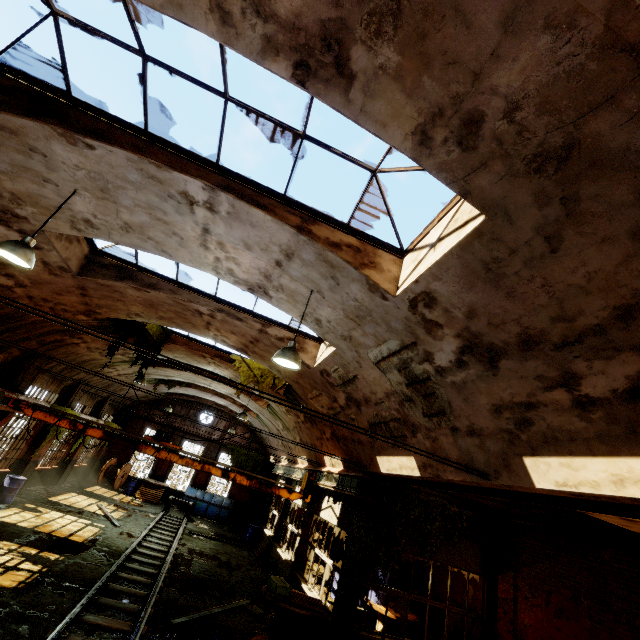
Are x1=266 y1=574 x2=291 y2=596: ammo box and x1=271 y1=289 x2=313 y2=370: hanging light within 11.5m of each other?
yes

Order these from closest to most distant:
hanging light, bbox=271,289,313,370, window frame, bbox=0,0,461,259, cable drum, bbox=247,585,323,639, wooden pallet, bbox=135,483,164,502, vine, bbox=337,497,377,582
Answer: window frame, bbox=0,0,461,259, hanging light, bbox=271,289,313,370, cable drum, bbox=247,585,323,639, vine, bbox=337,497,377,582, wooden pallet, bbox=135,483,164,502

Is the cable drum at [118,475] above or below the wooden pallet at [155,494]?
above

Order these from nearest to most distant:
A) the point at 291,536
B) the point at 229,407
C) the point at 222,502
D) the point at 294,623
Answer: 1. the point at 294,623
2. the point at 291,536
3. the point at 222,502
4. the point at 229,407

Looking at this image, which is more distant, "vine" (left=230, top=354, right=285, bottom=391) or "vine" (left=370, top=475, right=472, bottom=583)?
"vine" (left=230, top=354, right=285, bottom=391)

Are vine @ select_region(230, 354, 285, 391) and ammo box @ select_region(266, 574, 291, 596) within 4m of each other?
no

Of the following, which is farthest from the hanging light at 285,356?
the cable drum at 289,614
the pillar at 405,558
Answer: the pillar at 405,558

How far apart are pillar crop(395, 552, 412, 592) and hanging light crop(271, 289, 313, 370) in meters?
13.0
